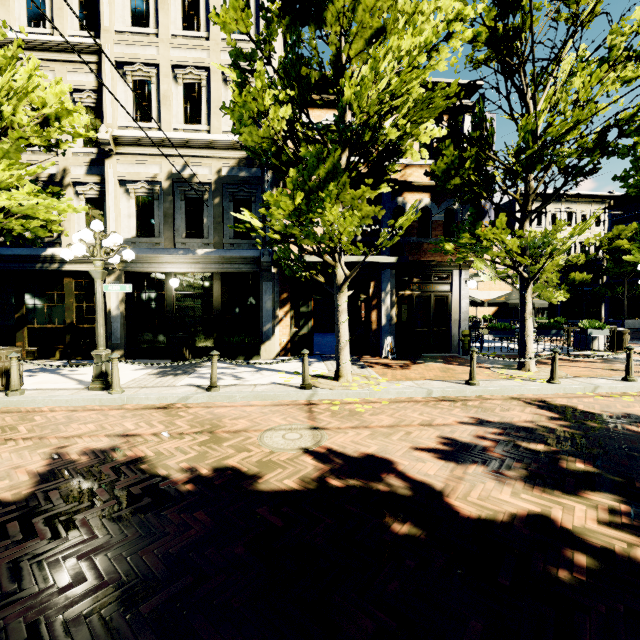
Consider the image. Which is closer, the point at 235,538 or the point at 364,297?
the point at 235,538

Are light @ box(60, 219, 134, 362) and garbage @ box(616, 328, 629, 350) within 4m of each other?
no

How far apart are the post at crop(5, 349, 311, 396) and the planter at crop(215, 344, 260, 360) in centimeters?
366cm

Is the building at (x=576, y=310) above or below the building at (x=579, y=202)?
below

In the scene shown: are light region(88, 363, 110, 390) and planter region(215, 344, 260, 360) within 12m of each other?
yes

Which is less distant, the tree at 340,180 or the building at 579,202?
the tree at 340,180

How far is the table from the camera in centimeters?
1420cm

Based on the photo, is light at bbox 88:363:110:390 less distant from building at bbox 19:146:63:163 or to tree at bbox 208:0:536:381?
tree at bbox 208:0:536:381
